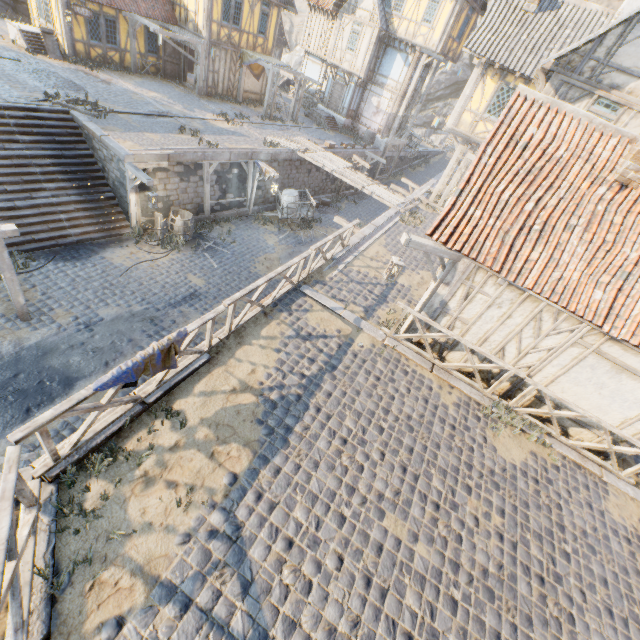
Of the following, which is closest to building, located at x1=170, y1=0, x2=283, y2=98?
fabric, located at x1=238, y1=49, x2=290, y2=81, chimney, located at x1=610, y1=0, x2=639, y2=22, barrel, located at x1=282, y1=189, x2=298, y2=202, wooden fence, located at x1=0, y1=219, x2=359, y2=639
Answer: fabric, located at x1=238, y1=49, x2=290, y2=81

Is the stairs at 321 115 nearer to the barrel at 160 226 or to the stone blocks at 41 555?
the stone blocks at 41 555

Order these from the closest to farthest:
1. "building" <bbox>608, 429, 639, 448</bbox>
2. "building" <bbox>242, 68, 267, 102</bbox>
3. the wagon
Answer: "building" <bbox>608, 429, 639, 448</bbox> < the wagon < "building" <bbox>242, 68, 267, 102</bbox>

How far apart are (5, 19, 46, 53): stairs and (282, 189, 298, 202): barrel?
14.33m

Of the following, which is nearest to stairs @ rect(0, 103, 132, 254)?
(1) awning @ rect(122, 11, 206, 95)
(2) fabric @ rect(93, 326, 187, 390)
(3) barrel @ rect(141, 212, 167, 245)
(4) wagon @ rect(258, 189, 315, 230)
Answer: (3) barrel @ rect(141, 212, 167, 245)

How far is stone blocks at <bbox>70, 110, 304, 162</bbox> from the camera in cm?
1227

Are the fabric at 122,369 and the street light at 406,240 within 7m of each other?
yes

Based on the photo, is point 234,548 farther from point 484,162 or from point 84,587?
point 484,162
